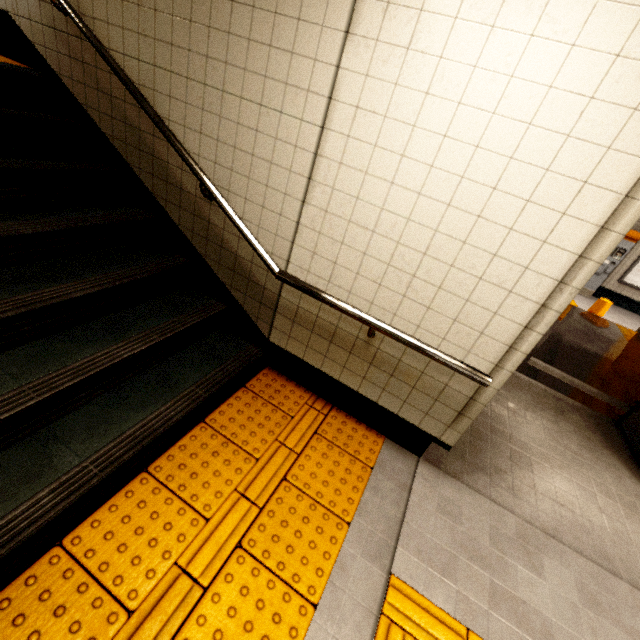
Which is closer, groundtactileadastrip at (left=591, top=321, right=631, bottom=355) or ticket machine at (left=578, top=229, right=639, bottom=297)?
groundtactileadastrip at (left=591, top=321, right=631, bottom=355)

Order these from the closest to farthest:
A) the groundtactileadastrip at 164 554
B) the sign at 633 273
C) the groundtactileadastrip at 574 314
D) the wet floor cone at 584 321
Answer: the groundtactileadastrip at 164 554, the wet floor cone at 584 321, the groundtactileadastrip at 574 314, the sign at 633 273

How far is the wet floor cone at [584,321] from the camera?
5.7m

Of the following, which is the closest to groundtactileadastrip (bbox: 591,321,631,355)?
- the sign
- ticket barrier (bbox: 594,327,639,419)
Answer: ticket barrier (bbox: 594,327,639,419)

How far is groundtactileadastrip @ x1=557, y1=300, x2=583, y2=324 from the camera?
6.6m

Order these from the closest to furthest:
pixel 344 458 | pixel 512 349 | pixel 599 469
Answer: pixel 512 349 → pixel 344 458 → pixel 599 469

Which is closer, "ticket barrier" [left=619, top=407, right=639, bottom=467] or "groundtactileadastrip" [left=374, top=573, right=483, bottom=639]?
"groundtactileadastrip" [left=374, top=573, right=483, bottom=639]

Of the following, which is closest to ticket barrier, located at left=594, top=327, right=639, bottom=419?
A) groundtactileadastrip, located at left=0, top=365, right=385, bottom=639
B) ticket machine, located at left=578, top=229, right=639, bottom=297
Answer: groundtactileadastrip, located at left=0, top=365, right=385, bottom=639
